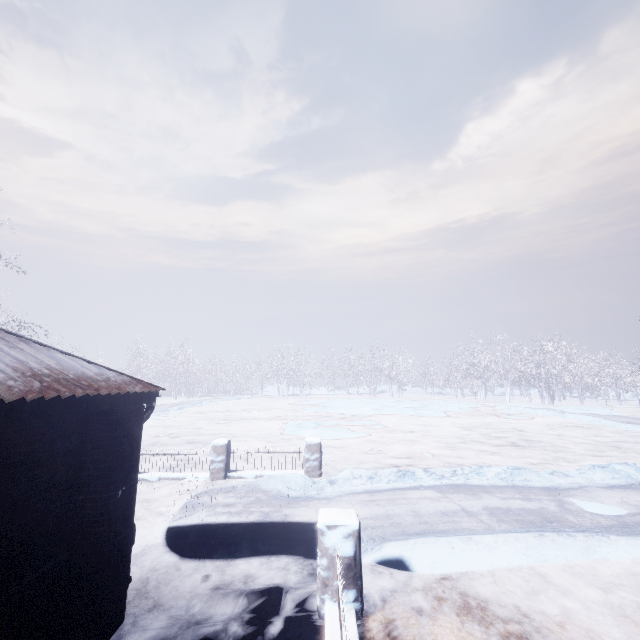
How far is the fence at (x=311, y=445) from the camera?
8.05m

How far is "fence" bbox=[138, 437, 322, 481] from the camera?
8.05m

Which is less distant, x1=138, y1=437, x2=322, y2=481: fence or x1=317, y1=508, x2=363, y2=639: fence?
x1=317, y1=508, x2=363, y2=639: fence

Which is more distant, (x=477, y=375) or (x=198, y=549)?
(x=477, y=375)

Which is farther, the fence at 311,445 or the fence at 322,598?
the fence at 311,445
